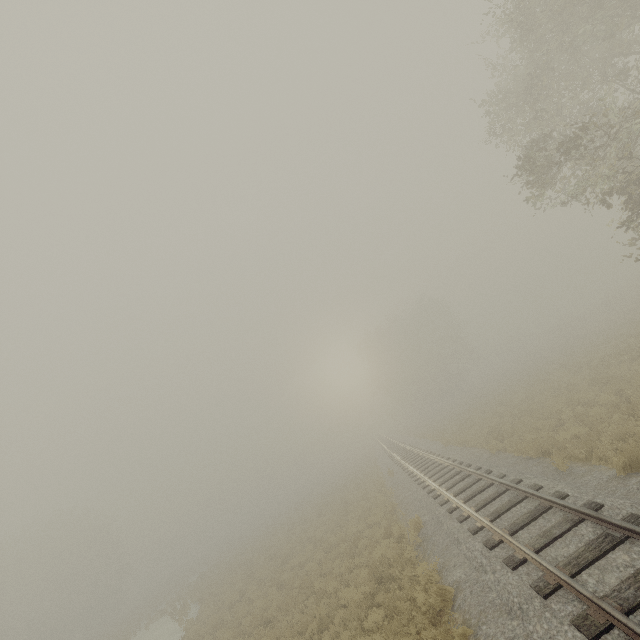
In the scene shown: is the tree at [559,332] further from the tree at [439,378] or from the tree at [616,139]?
the tree at [616,139]

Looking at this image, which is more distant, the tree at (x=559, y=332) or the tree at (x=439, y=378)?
the tree at (x=439, y=378)

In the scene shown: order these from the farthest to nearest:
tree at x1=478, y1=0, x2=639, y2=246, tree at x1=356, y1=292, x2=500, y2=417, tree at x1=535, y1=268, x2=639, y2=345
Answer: tree at x1=356, y1=292, x2=500, y2=417 → tree at x1=535, y1=268, x2=639, y2=345 → tree at x1=478, y1=0, x2=639, y2=246

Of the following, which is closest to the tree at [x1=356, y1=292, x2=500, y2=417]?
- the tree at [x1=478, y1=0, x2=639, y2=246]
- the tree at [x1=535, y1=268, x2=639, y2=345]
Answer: the tree at [x1=535, y1=268, x2=639, y2=345]

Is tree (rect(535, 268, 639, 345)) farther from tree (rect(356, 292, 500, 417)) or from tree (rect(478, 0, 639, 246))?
tree (rect(478, 0, 639, 246))

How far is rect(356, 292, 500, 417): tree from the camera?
49.47m

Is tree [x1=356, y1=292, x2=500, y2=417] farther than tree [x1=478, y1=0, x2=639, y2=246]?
Yes

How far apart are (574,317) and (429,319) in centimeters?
1937cm
